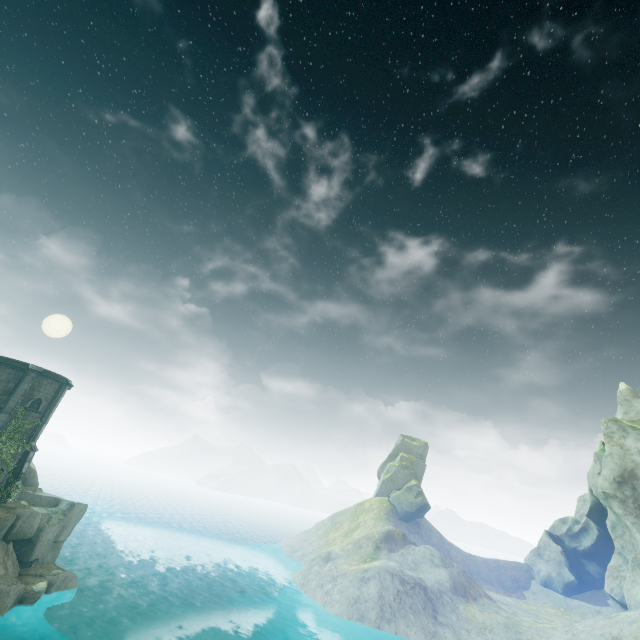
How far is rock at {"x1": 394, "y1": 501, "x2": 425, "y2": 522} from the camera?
58.28m

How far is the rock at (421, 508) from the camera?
58.3m

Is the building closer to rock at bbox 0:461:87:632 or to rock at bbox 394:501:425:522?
rock at bbox 0:461:87:632

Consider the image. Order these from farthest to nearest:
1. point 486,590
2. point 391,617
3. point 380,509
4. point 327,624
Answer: point 380,509, point 486,590, point 391,617, point 327,624

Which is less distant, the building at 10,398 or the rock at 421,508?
the building at 10,398

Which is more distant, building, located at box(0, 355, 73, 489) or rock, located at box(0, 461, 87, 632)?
building, located at box(0, 355, 73, 489)

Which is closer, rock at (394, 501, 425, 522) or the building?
the building
